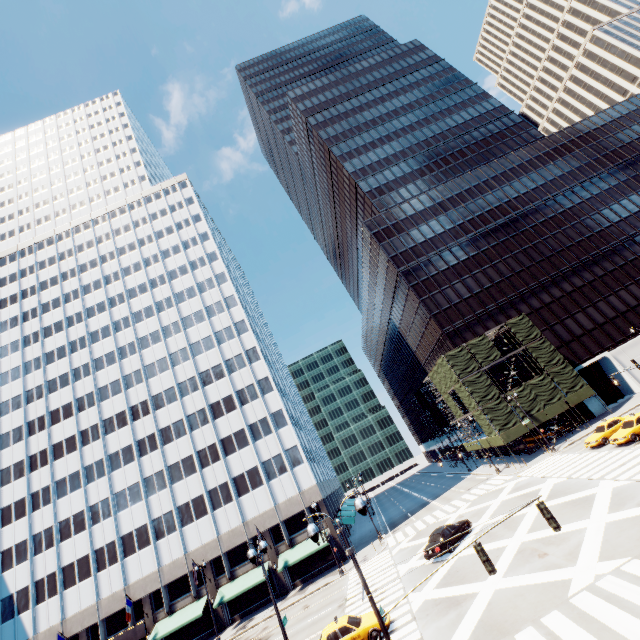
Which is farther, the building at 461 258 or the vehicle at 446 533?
the building at 461 258

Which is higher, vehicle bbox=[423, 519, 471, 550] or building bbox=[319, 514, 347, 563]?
building bbox=[319, 514, 347, 563]

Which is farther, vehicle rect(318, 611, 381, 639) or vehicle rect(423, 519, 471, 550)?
vehicle rect(423, 519, 471, 550)

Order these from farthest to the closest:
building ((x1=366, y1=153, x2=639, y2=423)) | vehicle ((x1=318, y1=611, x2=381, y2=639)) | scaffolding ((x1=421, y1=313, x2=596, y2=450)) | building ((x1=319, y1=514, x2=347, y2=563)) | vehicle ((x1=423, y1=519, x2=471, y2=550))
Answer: building ((x1=366, y1=153, x2=639, y2=423)) → scaffolding ((x1=421, y1=313, x2=596, y2=450)) → building ((x1=319, y1=514, x2=347, y2=563)) → vehicle ((x1=423, y1=519, x2=471, y2=550)) → vehicle ((x1=318, y1=611, x2=381, y2=639))

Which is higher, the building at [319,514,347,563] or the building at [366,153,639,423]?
the building at [366,153,639,423]

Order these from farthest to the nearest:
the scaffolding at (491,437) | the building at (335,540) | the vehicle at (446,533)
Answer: the scaffolding at (491,437) → the building at (335,540) → the vehicle at (446,533)

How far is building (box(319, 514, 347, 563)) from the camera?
38.59m

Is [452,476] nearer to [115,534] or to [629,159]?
[115,534]
